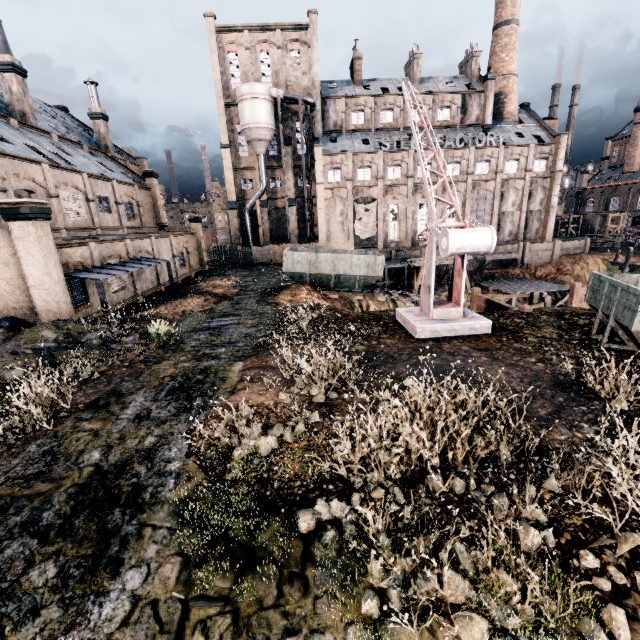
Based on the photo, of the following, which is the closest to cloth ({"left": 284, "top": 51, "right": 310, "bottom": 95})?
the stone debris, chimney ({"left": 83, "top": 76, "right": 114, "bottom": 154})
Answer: chimney ({"left": 83, "top": 76, "right": 114, "bottom": 154})

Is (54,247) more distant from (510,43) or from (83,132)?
(510,43)

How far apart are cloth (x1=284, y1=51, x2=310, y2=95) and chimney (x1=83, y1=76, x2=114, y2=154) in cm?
2416

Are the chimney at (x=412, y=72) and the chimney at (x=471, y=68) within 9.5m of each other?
yes

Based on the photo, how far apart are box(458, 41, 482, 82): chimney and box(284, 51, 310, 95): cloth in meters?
25.4

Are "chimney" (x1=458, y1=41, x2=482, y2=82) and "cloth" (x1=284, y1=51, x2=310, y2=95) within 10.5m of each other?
no

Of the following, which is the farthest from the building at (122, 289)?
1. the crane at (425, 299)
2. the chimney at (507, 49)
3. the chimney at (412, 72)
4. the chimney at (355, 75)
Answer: the crane at (425, 299)

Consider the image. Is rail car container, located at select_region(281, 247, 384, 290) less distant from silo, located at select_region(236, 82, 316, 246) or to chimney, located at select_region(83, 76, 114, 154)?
silo, located at select_region(236, 82, 316, 246)
